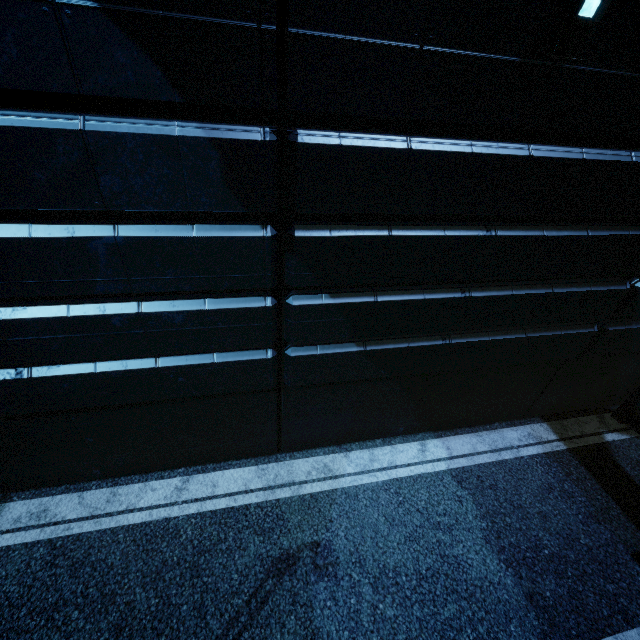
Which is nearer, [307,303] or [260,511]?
[307,303]
